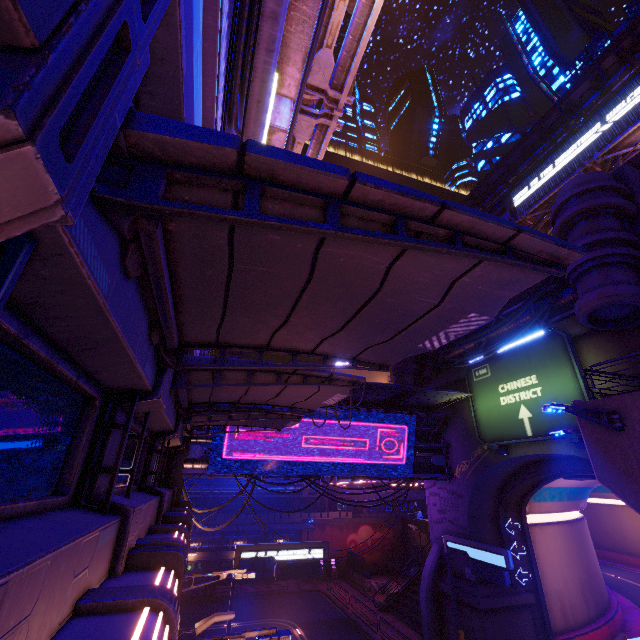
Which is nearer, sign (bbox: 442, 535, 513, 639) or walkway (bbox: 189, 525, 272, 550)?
sign (bbox: 442, 535, 513, 639)

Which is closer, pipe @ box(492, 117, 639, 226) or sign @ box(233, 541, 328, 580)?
sign @ box(233, 541, 328, 580)

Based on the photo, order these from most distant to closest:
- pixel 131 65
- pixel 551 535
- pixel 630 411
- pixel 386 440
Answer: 1. pixel 551 535
2. pixel 386 440
3. pixel 630 411
4. pixel 131 65

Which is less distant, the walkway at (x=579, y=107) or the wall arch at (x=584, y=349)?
the wall arch at (x=584, y=349)

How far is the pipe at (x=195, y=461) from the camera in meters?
19.0 m

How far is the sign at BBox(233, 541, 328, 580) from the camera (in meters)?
17.27

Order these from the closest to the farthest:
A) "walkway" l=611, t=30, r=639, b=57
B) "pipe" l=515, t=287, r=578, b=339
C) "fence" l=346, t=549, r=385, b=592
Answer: "pipe" l=515, t=287, r=578, b=339
"walkway" l=611, t=30, r=639, b=57
"fence" l=346, t=549, r=385, b=592

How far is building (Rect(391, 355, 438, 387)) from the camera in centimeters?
2772cm
